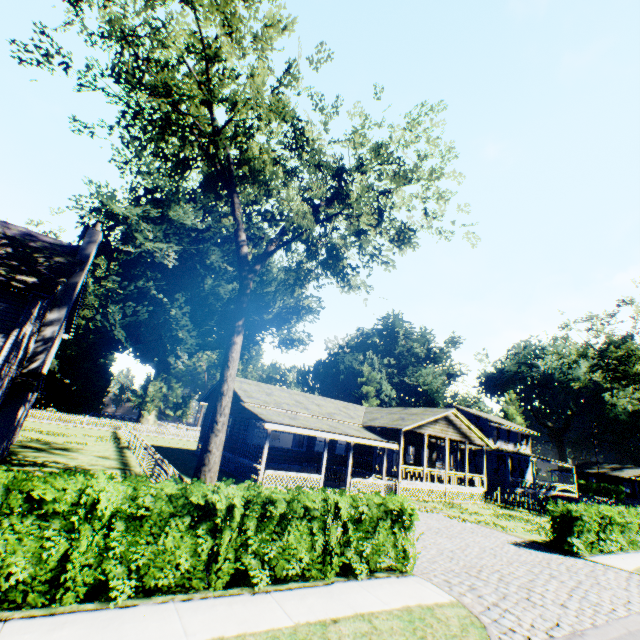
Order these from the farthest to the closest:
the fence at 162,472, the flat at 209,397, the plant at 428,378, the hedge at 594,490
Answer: the plant at 428,378 → the hedge at 594,490 → the flat at 209,397 → the fence at 162,472

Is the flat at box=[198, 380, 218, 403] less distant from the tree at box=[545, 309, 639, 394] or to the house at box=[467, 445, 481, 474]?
the house at box=[467, 445, 481, 474]

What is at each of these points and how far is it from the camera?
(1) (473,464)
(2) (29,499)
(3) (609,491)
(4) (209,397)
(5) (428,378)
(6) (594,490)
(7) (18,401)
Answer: (1) house, 38.0m
(2) hedge, 5.1m
(3) hedge, 50.9m
(4) flat, 30.4m
(5) plant, 54.6m
(6) hedge, 51.8m
(7) chimney, 14.7m

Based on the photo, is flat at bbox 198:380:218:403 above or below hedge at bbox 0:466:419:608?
above

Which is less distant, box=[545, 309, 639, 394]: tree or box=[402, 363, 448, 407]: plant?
box=[545, 309, 639, 394]: tree

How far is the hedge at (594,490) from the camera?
51.3 meters

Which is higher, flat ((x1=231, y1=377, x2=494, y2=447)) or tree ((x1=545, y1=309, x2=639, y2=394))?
tree ((x1=545, y1=309, x2=639, y2=394))

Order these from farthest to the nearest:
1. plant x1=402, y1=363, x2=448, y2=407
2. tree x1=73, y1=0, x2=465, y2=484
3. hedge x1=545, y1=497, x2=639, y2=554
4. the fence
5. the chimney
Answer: plant x1=402, y1=363, x2=448, y2=407 < the chimney < hedge x1=545, y1=497, x2=639, y2=554 < the fence < tree x1=73, y1=0, x2=465, y2=484
